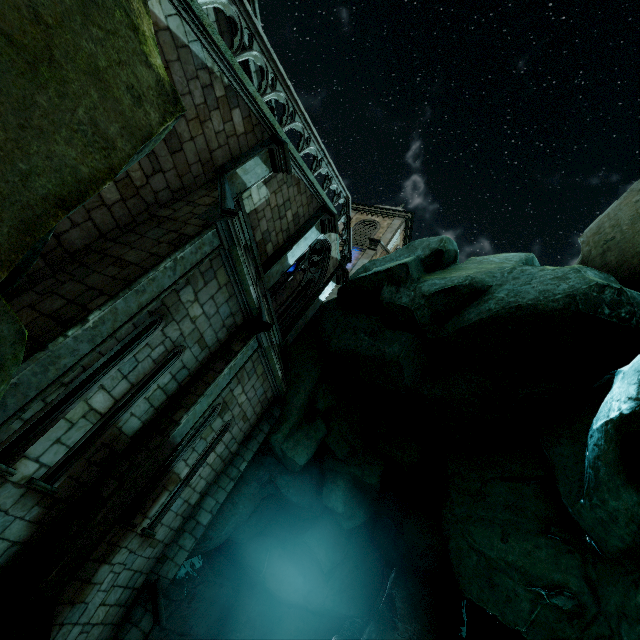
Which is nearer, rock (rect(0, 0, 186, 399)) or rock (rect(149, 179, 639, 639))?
A: rock (rect(0, 0, 186, 399))

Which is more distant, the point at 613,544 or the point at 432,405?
the point at 432,405

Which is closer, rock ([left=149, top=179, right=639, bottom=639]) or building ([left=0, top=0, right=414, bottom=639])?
building ([left=0, top=0, right=414, bottom=639])

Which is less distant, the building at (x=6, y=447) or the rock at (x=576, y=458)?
the building at (x=6, y=447)

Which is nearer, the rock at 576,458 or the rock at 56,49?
the rock at 56,49

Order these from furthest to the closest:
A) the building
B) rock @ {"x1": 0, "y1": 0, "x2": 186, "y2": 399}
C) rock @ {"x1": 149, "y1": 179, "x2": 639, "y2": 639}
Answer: rock @ {"x1": 149, "y1": 179, "x2": 639, "y2": 639}
the building
rock @ {"x1": 0, "y1": 0, "x2": 186, "y2": 399}
